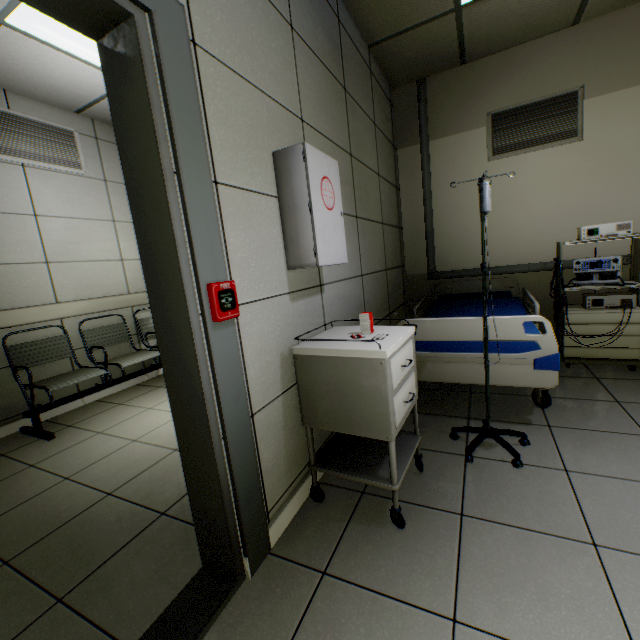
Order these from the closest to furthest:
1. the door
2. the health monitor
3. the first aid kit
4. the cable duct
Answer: the door
the first aid kit
the health monitor
the cable duct

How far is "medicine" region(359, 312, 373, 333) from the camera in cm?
166

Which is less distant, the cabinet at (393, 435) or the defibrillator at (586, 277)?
the cabinet at (393, 435)

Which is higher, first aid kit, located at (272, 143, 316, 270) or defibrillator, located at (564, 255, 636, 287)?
first aid kit, located at (272, 143, 316, 270)

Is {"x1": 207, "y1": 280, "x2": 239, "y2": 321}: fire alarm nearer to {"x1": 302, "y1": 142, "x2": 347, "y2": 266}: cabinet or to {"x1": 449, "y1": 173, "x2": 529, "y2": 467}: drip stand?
{"x1": 302, "y1": 142, "x2": 347, "y2": 266}: cabinet

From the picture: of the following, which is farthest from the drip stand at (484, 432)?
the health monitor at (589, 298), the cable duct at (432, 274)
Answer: the cable duct at (432, 274)

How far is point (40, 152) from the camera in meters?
3.4 m

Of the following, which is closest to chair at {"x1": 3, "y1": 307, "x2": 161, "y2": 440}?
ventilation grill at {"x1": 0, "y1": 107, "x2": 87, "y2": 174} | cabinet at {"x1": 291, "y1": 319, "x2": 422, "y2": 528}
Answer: ventilation grill at {"x1": 0, "y1": 107, "x2": 87, "y2": 174}
